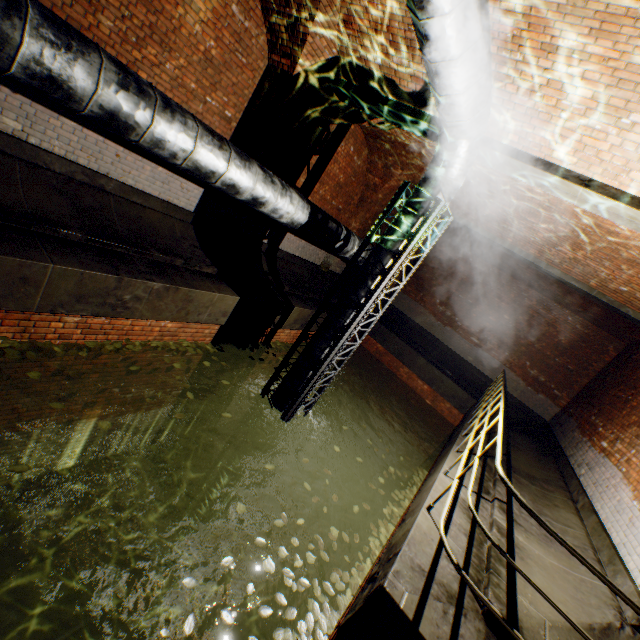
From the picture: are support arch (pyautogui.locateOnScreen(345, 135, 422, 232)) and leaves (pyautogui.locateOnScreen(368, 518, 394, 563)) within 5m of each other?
no

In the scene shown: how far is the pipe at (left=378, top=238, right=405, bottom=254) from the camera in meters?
5.1 m

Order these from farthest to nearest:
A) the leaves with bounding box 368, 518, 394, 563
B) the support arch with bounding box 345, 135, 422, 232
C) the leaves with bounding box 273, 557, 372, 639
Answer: the support arch with bounding box 345, 135, 422, 232, the leaves with bounding box 368, 518, 394, 563, the leaves with bounding box 273, 557, 372, 639

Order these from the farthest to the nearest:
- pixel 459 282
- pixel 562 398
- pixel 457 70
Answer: pixel 459 282, pixel 562 398, pixel 457 70

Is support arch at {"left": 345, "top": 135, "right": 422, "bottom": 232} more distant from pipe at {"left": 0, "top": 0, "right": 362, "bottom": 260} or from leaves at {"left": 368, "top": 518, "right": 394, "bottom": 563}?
leaves at {"left": 368, "top": 518, "right": 394, "bottom": 563}

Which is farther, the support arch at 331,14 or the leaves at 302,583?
the support arch at 331,14

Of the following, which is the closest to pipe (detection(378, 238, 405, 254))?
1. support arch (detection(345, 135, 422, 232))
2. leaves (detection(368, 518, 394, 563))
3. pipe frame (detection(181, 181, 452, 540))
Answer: pipe frame (detection(181, 181, 452, 540))

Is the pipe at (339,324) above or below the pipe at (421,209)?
below
